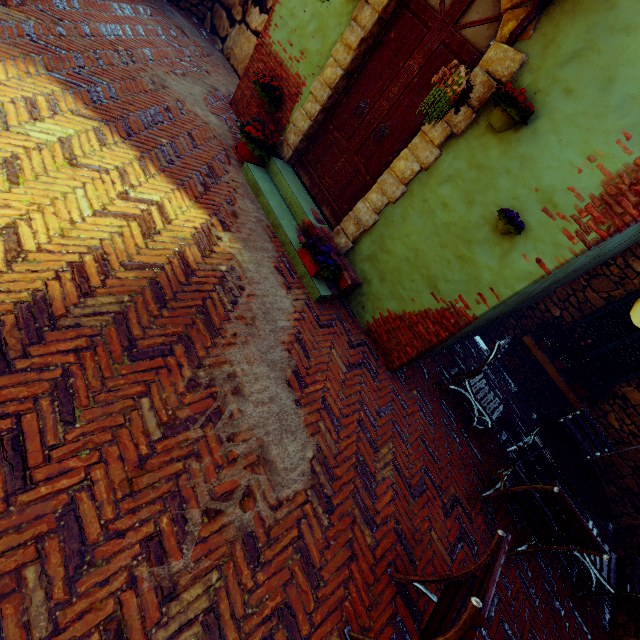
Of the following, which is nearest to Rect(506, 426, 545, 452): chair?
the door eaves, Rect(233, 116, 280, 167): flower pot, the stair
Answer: the stair

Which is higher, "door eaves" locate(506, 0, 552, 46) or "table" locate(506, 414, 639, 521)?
"door eaves" locate(506, 0, 552, 46)

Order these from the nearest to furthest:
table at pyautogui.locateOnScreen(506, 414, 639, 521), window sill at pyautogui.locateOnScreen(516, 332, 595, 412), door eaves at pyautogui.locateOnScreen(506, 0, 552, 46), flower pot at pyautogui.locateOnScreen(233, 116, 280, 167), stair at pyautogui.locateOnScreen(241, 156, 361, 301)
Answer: door eaves at pyautogui.locateOnScreen(506, 0, 552, 46), table at pyautogui.locateOnScreen(506, 414, 639, 521), stair at pyautogui.locateOnScreen(241, 156, 361, 301), flower pot at pyautogui.locateOnScreen(233, 116, 280, 167), window sill at pyautogui.locateOnScreen(516, 332, 595, 412)

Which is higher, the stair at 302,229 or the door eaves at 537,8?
the door eaves at 537,8

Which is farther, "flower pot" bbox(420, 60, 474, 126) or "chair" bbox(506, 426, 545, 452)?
"chair" bbox(506, 426, 545, 452)

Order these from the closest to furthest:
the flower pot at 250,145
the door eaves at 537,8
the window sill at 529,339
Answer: the door eaves at 537,8, the flower pot at 250,145, the window sill at 529,339

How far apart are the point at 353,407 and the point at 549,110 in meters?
3.2

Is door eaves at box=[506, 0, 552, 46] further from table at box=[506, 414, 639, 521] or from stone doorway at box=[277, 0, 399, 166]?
table at box=[506, 414, 639, 521]
